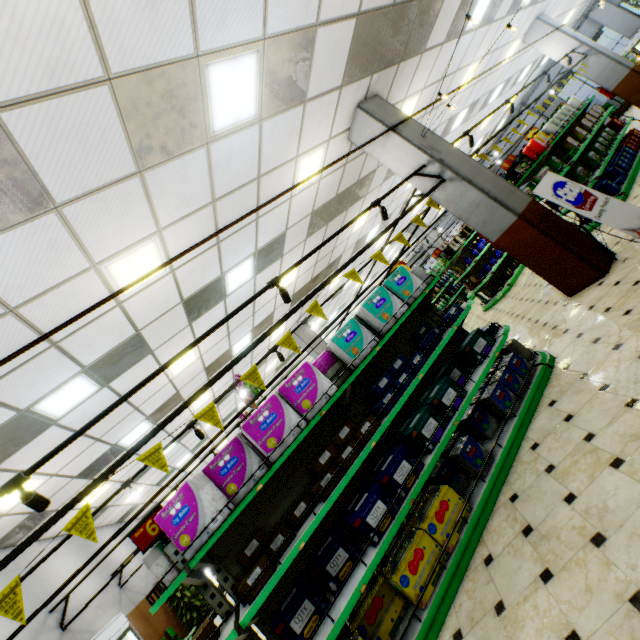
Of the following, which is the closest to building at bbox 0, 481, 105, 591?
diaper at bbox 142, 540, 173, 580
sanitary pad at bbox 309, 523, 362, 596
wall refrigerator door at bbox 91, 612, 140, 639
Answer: wall refrigerator door at bbox 91, 612, 140, 639

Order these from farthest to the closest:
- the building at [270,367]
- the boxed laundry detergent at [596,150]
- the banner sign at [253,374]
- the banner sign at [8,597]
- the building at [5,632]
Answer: the building at [270,367] < the boxed laundry detergent at [596,150] < the building at [5,632] < the banner sign at [253,374] < the banner sign at [8,597]

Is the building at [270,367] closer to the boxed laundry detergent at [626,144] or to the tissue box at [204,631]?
the boxed laundry detergent at [626,144]

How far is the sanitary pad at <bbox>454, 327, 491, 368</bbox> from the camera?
4.2 meters

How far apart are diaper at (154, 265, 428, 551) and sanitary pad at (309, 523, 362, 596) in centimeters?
93cm

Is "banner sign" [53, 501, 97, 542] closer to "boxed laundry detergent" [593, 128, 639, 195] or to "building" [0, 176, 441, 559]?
"building" [0, 176, 441, 559]

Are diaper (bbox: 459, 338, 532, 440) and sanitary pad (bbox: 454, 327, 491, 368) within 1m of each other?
yes

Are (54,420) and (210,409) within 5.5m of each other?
yes
